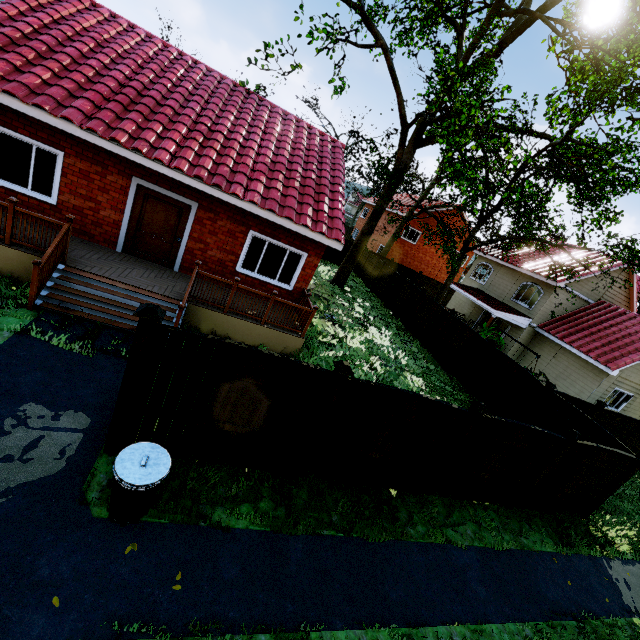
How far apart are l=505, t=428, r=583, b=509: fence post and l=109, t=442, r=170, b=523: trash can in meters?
8.1 m

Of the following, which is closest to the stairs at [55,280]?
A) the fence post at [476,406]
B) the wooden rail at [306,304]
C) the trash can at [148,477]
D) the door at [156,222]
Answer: the wooden rail at [306,304]

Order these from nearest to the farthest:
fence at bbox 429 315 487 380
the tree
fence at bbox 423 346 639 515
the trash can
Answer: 1. the trash can
2. fence at bbox 423 346 639 515
3. the tree
4. fence at bbox 429 315 487 380

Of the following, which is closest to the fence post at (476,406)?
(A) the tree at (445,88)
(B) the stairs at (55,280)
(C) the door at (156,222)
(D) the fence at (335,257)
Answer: (D) the fence at (335,257)

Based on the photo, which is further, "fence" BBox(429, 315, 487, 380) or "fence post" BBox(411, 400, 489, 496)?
"fence" BBox(429, 315, 487, 380)

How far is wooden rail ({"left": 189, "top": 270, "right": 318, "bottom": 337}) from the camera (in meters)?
8.65

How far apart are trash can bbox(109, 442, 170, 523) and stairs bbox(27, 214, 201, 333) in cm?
372

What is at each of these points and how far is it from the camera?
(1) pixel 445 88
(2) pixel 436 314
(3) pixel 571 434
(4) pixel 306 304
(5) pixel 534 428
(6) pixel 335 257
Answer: (1) tree, 13.3 meters
(2) fence, 17.4 meters
(3) fence post, 7.3 meters
(4) wooden rail, 10.5 meters
(5) fence, 6.9 meters
(6) fence, 28.5 meters
